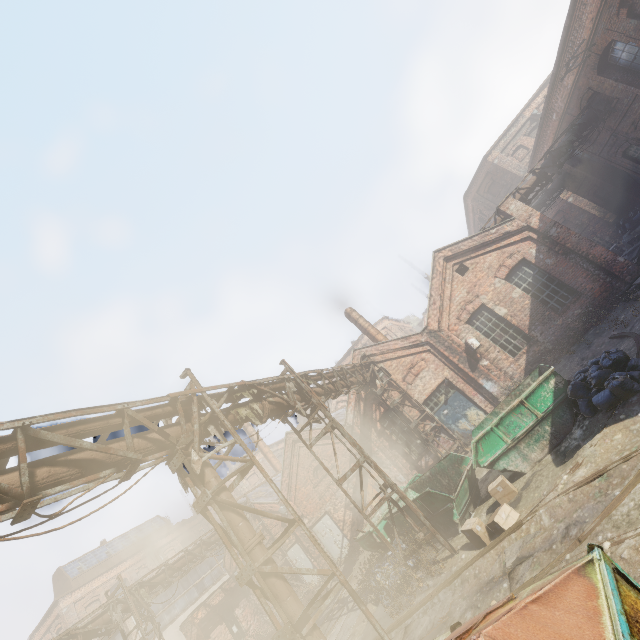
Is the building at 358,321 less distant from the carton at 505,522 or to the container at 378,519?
the container at 378,519

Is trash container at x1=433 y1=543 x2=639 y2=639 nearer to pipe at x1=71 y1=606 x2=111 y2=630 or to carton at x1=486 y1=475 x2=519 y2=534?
pipe at x1=71 y1=606 x2=111 y2=630

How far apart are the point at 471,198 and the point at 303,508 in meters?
32.4

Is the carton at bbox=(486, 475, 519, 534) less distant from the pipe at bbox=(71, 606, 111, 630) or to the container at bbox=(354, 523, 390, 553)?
the container at bbox=(354, 523, 390, 553)

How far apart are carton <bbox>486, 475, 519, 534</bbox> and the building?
12.3m

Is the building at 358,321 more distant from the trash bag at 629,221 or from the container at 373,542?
the trash bag at 629,221

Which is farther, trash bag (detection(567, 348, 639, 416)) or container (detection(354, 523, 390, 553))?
container (detection(354, 523, 390, 553))

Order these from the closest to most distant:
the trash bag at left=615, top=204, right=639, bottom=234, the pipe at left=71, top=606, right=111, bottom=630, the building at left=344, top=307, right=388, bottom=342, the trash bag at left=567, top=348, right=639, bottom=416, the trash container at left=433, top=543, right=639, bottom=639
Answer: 1. the trash container at left=433, top=543, right=639, bottom=639
2. the trash bag at left=567, top=348, right=639, bottom=416
3. the pipe at left=71, top=606, right=111, bottom=630
4. the trash bag at left=615, top=204, right=639, bottom=234
5. the building at left=344, top=307, right=388, bottom=342
